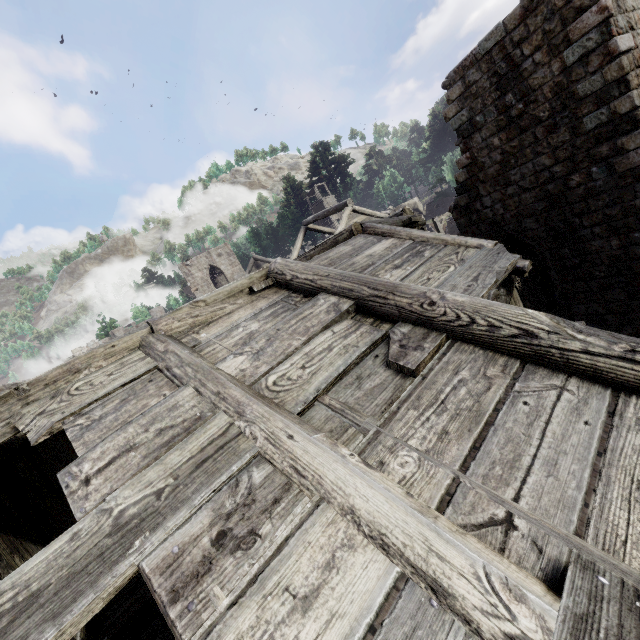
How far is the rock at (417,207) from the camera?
42.8 meters

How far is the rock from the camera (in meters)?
42.75

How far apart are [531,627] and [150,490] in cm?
234

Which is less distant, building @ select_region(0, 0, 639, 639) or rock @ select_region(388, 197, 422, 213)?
building @ select_region(0, 0, 639, 639)

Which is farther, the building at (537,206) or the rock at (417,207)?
the rock at (417,207)
